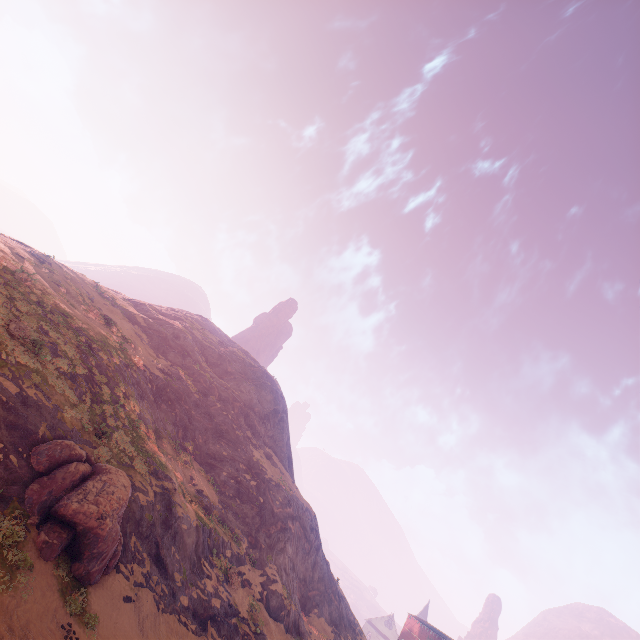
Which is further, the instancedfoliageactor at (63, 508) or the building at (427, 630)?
the building at (427, 630)

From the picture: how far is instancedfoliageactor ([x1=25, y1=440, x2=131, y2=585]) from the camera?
12.01m

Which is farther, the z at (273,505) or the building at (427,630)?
the building at (427,630)

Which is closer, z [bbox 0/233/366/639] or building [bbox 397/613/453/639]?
z [bbox 0/233/366/639]

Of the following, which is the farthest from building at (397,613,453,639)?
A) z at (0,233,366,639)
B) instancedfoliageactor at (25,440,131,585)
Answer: instancedfoliageactor at (25,440,131,585)

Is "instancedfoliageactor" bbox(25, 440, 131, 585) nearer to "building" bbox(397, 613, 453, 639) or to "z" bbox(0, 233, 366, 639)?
"z" bbox(0, 233, 366, 639)

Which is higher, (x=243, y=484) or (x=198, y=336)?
(x=198, y=336)
